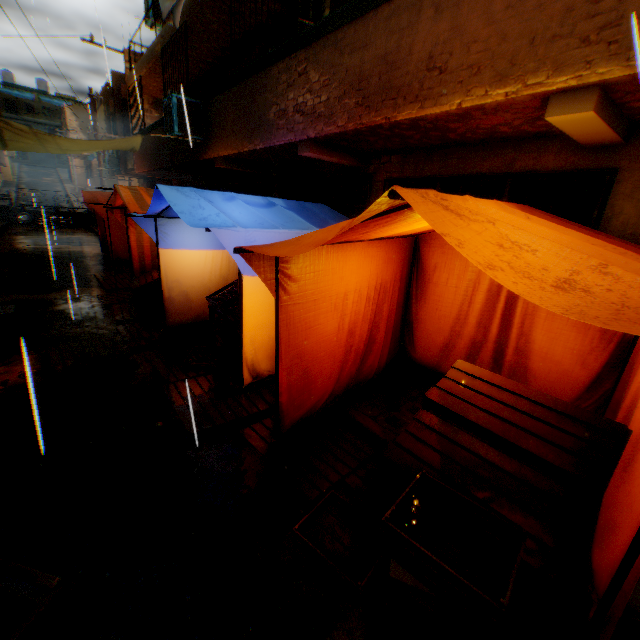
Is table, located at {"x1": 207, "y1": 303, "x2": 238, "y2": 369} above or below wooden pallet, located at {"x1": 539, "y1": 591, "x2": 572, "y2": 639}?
above

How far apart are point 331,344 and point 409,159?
3.56m

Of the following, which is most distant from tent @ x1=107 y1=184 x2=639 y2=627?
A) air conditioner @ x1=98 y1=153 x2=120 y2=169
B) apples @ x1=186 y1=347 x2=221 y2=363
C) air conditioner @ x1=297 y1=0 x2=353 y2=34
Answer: air conditioner @ x1=98 y1=153 x2=120 y2=169

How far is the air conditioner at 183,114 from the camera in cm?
721

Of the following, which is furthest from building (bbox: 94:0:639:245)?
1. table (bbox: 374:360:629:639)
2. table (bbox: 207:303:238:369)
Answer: table (bbox: 207:303:238:369)

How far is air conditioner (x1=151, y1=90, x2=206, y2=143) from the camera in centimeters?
721cm

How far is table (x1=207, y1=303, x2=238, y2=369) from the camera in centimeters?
462cm

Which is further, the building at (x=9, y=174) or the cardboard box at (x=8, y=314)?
the building at (x=9, y=174)
